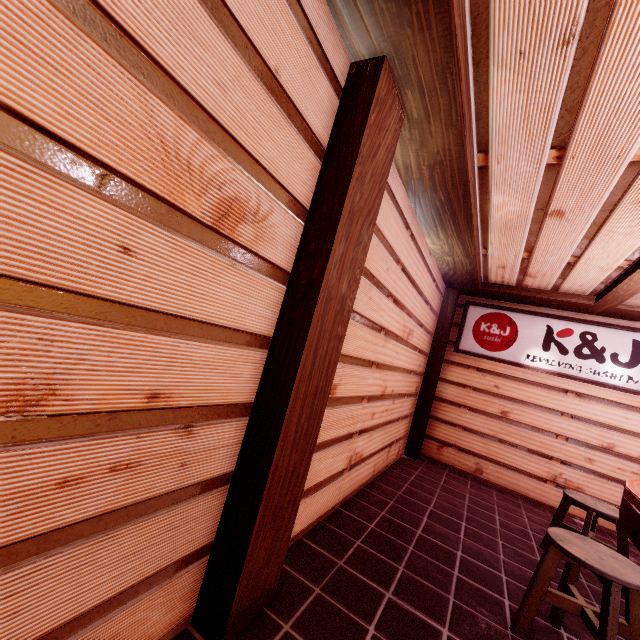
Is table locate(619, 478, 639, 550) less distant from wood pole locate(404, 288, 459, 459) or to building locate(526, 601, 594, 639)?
building locate(526, 601, 594, 639)

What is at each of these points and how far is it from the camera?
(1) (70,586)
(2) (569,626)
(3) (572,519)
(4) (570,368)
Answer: (1) building, 1.8 meters
(2) building, 4.0 meters
(3) building, 7.9 meters
(4) sign, 8.5 meters

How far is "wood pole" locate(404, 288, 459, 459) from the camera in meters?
9.4 m

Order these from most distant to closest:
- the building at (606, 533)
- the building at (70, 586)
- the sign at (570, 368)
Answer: the sign at (570, 368), the building at (606, 533), the building at (70, 586)

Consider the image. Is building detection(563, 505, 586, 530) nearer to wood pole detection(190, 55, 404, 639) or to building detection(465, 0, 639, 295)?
wood pole detection(190, 55, 404, 639)

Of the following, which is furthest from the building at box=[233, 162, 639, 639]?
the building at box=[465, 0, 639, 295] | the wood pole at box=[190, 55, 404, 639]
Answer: the building at box=[465, 0, 639, 295]

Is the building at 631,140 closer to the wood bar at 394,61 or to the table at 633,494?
the wood bar at 394,61

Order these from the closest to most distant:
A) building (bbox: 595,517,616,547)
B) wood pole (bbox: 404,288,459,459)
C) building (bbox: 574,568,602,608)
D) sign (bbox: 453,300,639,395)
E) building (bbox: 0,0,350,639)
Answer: building (bbox: 0,0,350,639)
building (bbox: 574,568,602,608)
building (bbox: 595,517,616,547)
sign (bbox: 453,300,639,395)
wood pole (bbox: 404,288,459,459)
